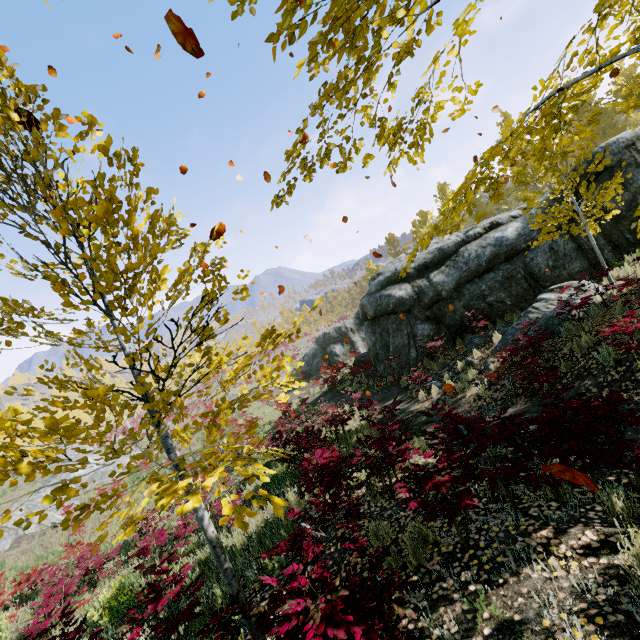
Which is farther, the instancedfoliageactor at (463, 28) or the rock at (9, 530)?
the rock at (9, 530)

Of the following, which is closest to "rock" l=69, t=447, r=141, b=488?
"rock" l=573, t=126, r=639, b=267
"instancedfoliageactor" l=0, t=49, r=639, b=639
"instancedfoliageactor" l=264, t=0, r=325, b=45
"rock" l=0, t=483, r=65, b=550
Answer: "rock" l=0, t=483, r=65, b=550

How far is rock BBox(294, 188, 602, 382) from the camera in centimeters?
1116cm

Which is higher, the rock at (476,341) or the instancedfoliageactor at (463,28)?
the instancedfoliageactor at (463,28)

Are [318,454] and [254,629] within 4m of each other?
no

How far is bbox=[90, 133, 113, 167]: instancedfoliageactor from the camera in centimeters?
243cm

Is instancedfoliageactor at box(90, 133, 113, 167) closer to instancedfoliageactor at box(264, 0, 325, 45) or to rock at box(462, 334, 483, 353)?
instancedfoliageactor at box(264, 0, 325, 45)

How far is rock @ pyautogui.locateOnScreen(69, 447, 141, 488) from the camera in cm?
2376
